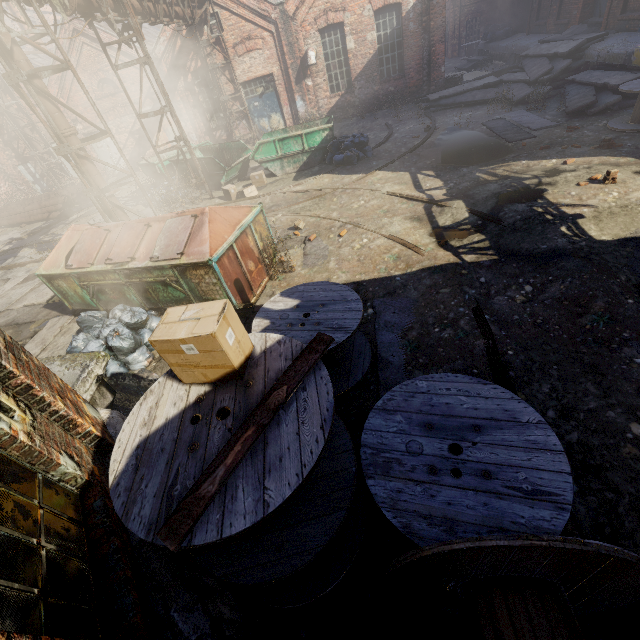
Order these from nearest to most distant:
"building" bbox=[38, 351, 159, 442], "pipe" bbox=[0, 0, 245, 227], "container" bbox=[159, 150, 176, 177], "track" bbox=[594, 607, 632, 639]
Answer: "track" bbox=[594, 607, 632, 639], "building" bbox=[38, 351, 159, 442], "pipe" bbox=[0, 0, 245, 227], "container" bbox=[159, 150, 176, 177]

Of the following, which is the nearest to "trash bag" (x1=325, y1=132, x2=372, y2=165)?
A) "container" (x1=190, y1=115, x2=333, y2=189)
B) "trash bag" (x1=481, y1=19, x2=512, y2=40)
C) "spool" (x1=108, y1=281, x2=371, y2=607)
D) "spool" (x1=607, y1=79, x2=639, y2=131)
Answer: "container" (x1=190, y1=115, x2=333, y2=189)

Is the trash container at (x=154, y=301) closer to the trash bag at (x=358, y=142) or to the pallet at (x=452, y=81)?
the trash bag at (x=358, y=142)

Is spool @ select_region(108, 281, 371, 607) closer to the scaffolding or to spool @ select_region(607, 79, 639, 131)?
the scaffolding

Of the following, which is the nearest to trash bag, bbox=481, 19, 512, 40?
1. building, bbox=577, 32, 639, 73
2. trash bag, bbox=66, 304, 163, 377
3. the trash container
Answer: building, bbox=577, 32, 639, 73

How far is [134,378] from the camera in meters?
5.5

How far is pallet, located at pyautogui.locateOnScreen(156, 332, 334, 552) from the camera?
1.67m

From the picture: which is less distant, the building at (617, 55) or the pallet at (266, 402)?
the pallet at (266, 402)
